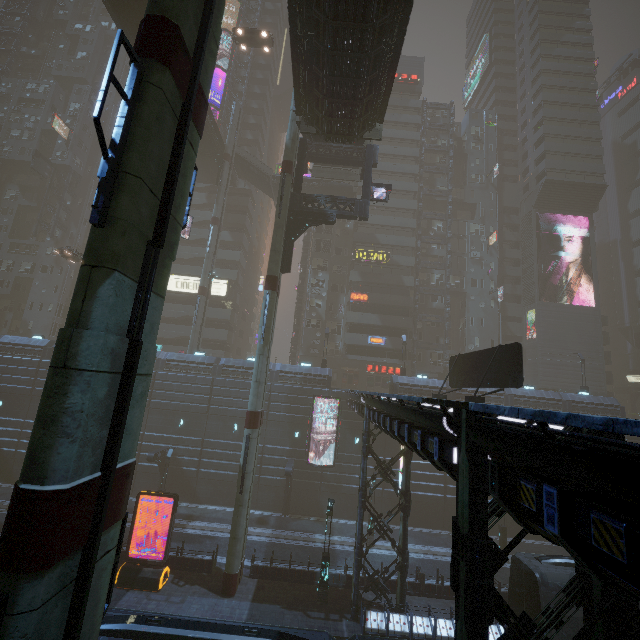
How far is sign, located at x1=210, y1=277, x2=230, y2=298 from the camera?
46.16m

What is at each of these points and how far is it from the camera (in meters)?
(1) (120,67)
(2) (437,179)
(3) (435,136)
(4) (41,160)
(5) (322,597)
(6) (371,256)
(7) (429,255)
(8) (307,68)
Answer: (1) building, 57.72
(2) building, 52.03
(3) building, 53.50
(4) sign, 48.28
(5) street light, 18.31
(6) sign, 45.75
(7) building, 49.69
(8) bridge, 17.83

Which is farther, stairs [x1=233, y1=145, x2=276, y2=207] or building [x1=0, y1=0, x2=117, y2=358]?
building [x1=0, y1=0, x2=117, y2=358]

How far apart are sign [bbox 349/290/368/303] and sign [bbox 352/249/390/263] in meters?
4.3 m

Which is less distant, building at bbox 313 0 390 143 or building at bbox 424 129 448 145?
building at bbox 313 0 390 143

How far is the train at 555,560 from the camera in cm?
1522

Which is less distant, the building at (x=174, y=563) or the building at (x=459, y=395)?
the building at (x=174, y=563)

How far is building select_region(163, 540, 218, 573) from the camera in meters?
20.1
